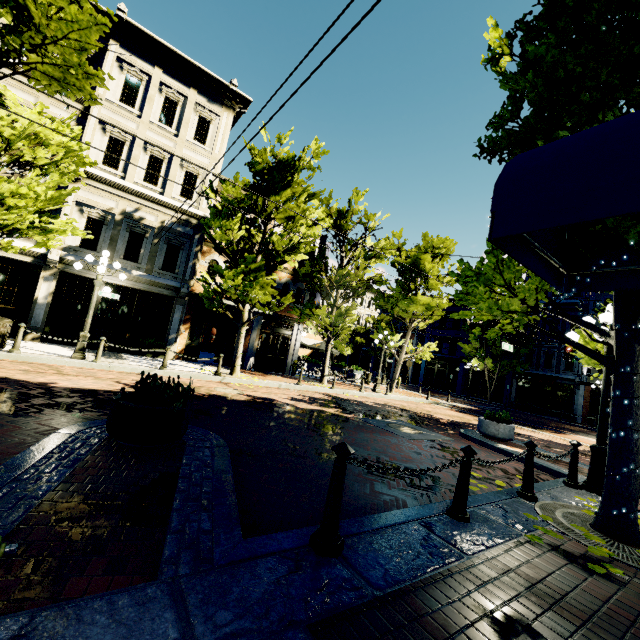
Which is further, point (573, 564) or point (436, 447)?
point (436, 447)

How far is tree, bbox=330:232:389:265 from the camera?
16.7m

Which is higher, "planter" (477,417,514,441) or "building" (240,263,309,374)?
"building" (240,263,309,374)

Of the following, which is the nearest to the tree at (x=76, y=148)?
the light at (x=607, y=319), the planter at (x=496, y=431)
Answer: the light at (x=607, y=319)

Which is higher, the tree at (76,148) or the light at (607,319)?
the tree at (76,148)

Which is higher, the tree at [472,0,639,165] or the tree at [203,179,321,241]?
the tree at [203,179,321,241]

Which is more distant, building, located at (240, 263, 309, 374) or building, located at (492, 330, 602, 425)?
building, located at (492, 330, 602, 425)

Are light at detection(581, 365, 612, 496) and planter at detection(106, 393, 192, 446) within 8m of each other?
yes
